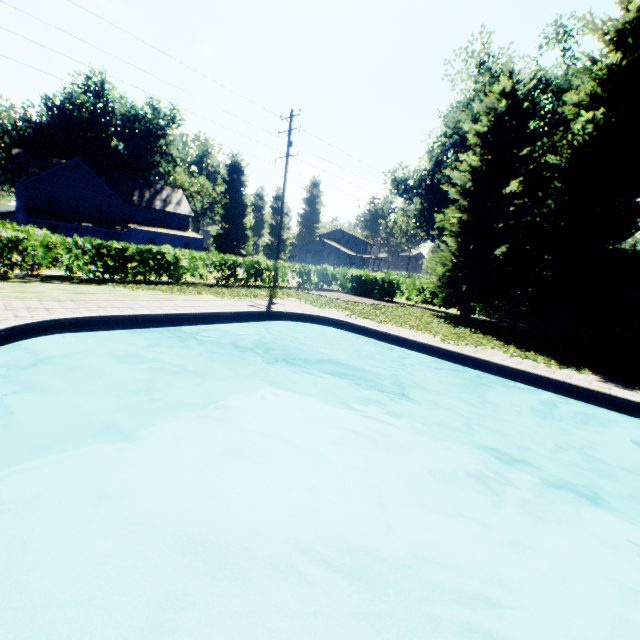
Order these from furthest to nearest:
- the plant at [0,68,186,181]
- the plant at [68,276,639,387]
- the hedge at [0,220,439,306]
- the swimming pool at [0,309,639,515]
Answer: the plant at [0,68,186,181], the hedge at [0,220,439,306], the plant at [68,276,639,387], the swimming pool at [0,309,639,515]

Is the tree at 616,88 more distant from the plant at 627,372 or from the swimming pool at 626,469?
the swimming pool at 626,469

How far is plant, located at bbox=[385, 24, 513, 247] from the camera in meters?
26.5

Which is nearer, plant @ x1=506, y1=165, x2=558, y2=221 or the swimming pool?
the swimming pool

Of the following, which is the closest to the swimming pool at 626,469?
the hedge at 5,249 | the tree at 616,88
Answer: the tree at 616,88

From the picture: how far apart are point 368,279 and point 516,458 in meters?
17.0 m

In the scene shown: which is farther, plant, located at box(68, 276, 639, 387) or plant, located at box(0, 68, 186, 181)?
plant, located at box(0, 68, 186, 181)

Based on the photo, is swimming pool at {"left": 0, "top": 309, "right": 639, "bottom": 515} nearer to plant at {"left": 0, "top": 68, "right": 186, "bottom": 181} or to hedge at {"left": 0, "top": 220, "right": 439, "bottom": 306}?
plant at {"left": 0, "top": 68, "right": 186, "bottom": 181}
